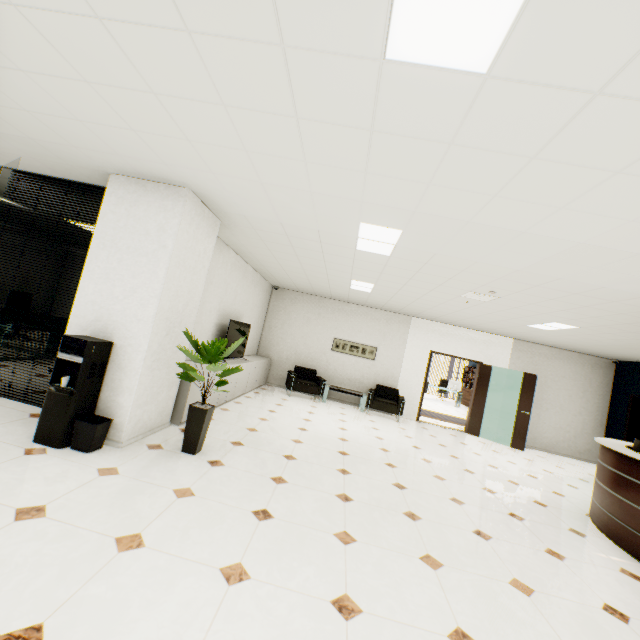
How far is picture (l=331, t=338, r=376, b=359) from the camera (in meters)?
9.71

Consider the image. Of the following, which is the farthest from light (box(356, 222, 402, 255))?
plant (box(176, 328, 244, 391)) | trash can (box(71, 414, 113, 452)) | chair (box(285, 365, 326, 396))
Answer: chair (box(285, 365, 326, 396))

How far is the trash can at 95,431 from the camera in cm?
322

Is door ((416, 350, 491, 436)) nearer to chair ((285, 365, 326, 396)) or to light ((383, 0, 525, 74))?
chair ((285, 365, 326, 396))

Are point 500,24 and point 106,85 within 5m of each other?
yes

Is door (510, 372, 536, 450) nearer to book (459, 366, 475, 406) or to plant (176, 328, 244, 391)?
plant (176, 328, 244, 391)

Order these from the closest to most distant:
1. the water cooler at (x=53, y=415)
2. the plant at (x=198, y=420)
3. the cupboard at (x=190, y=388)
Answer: the water cooler at (x=53, y=415)
the plant at (x=198, y=420)
the cupboard at (x=190, y=388)

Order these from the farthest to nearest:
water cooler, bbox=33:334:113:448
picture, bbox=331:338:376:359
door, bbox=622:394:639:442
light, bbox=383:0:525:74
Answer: picture, bbox=331:338:376:359
door, bbox=622:394:639:442
water cooler, bbox=33:334:113:448
light, bbox=383:0:525:74
